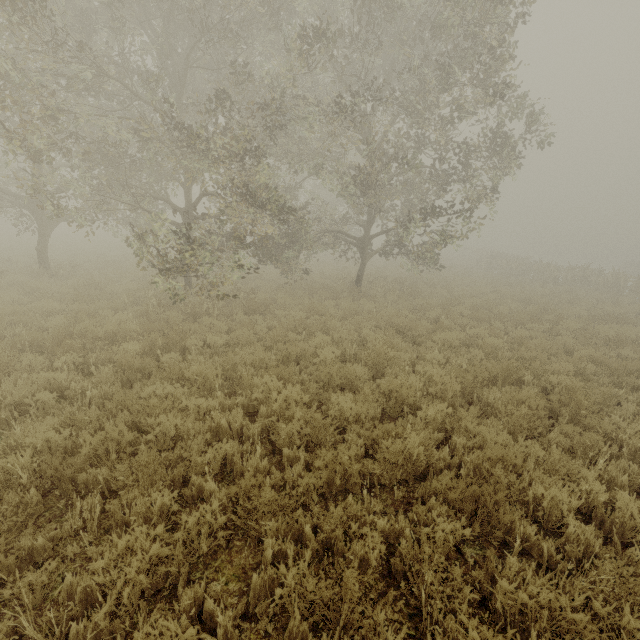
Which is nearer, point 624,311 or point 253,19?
point 253,19
